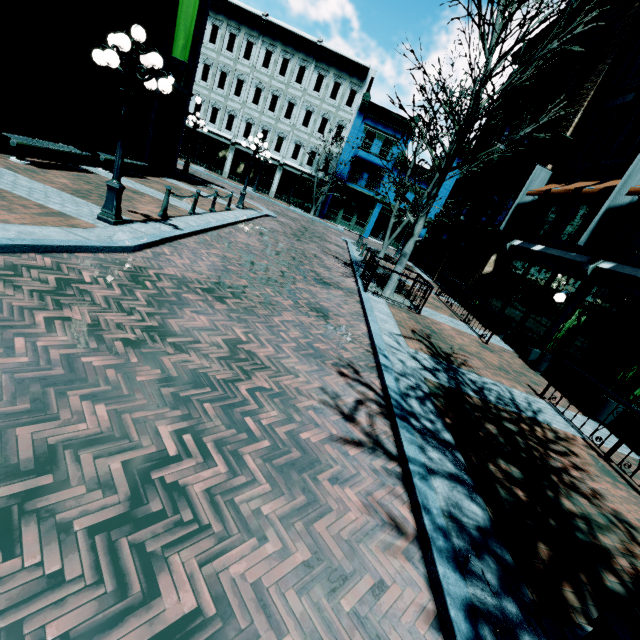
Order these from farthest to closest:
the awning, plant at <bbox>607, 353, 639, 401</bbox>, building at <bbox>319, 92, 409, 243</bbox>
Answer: building at <bbox>319, 92, 409, 243</bbox> → the awning → plant at <bbox>607, 353, 639, 401</bbox>

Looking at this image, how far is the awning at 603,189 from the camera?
9.7 meters

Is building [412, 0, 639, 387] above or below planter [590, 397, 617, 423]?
above

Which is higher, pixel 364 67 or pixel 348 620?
pixel 364 67

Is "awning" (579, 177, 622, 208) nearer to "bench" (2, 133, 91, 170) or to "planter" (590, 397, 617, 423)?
"planter" (590, 397, 617, 423)

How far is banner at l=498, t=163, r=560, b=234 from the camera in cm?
1371

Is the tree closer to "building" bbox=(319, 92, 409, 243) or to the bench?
the bench

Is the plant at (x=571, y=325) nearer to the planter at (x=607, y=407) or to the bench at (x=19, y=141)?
the planter at (x=607, y=407)
